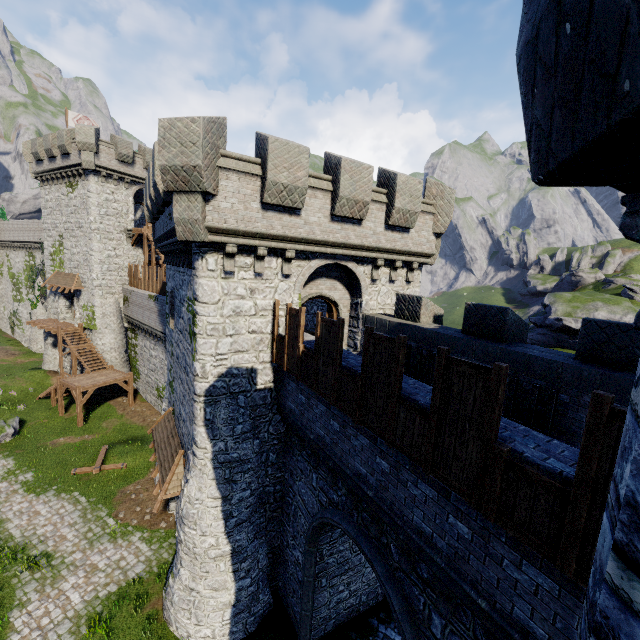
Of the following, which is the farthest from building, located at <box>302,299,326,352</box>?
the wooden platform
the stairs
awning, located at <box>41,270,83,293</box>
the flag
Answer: the flag

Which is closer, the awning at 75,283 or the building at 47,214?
the building at 47,214

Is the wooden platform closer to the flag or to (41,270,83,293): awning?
(41,270,83,293): awning

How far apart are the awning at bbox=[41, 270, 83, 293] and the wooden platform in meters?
3.1

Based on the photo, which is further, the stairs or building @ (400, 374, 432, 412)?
the stairs

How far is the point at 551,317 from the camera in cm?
4219

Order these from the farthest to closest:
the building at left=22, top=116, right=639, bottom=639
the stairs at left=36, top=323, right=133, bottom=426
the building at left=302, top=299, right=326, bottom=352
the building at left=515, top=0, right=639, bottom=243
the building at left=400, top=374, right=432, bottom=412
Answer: the stairs at left=36, top=323, right=133, bottom=426 < the building at left=302, top=299, right=326, bottom=352 < the building at left=400, top=374, right=432, bottom=412 < the building at left=22, top=116, right=639, bottom=639 < the building at left=515, top=0, right=639, bottom=243

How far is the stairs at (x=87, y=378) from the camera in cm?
2445
